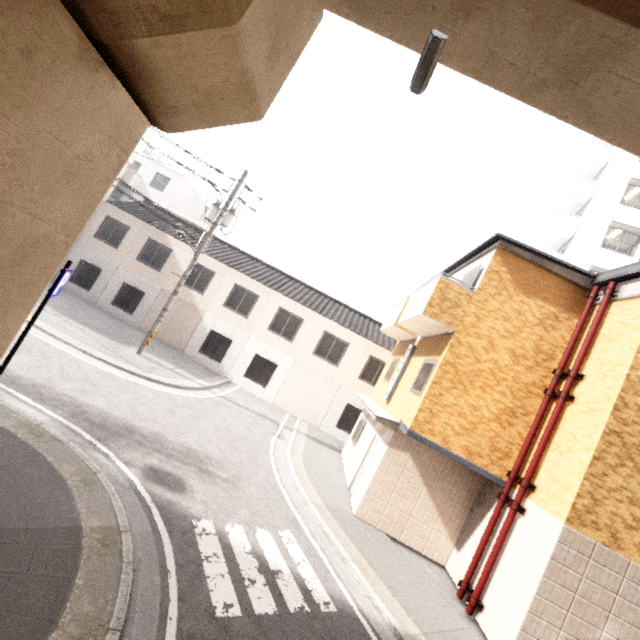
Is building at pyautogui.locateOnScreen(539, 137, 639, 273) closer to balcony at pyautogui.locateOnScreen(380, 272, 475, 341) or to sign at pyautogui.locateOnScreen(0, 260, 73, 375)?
Answer: balcony at pyautogui.locateOnScreen(380, 272, 475, 341)

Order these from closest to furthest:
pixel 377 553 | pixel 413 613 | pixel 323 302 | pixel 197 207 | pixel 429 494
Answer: pixel 413 613
pixel 377 553
pixel 429 494
pixel 323 302
pixel 197 207

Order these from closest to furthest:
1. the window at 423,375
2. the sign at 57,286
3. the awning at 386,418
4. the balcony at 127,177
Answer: the sign at 57,286
the awning at 386,418
the window at 423,375
the balcony at 127,177

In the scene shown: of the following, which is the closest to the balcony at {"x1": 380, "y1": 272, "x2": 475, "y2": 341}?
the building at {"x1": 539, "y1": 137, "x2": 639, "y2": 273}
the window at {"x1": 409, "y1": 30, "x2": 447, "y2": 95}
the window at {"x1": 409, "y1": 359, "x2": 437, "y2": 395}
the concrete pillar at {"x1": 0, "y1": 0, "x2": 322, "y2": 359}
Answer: the window at {"x1": 409, "y1": 359, "x2": 437, "y2": 395}

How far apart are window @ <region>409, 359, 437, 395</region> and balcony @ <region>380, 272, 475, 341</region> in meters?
0.8 m

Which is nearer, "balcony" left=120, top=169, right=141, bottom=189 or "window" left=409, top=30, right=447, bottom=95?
"window" left=409, top=30, right=447, bottom=95

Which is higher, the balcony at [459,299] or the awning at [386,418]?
the balcony at [459,299]

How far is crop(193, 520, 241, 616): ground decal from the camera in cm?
460
